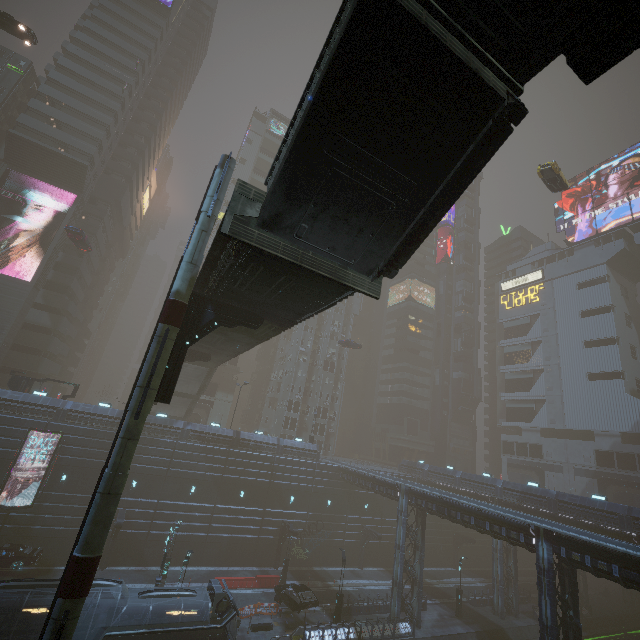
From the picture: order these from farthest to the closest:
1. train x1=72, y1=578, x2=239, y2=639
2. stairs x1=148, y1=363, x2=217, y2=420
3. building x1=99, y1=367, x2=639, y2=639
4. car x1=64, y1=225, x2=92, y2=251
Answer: stairs x1=148, y1=363, x2=217, y2=420
car x1=64, y1=225, x2=92, y2=251
building x1=99, y1=367, x2=639, y2=639
train x1=72, y1=578, x2=239, y2=639

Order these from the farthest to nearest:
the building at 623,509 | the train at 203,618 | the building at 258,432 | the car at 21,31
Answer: the building at 623,509 < the car at 21,31 < the building at 258,432 < the train at 203,618

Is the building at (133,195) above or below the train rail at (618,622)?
above

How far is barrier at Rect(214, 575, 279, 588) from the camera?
31.1 meters

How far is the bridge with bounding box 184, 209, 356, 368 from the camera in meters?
11.2

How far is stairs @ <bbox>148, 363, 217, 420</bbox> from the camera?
38.1m

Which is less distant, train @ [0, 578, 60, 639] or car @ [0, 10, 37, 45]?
train @ [0, 578, 60, 639]

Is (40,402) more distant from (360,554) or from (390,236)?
(360,554)
